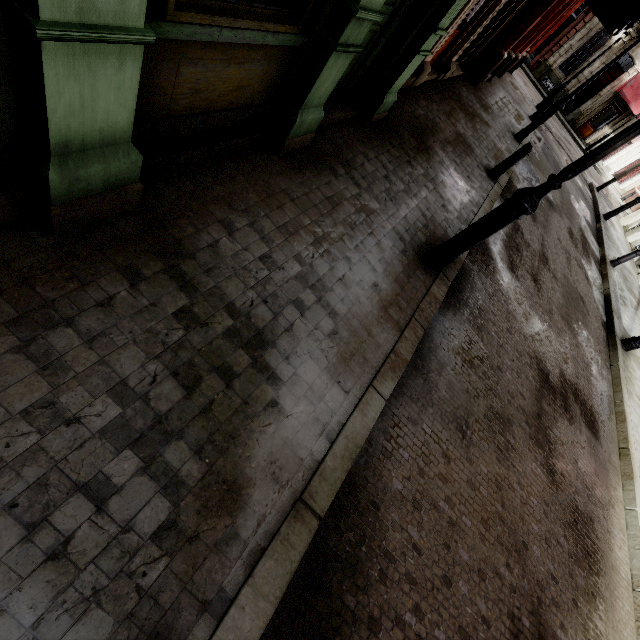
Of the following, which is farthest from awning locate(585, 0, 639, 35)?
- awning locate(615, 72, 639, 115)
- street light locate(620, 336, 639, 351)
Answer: awning locate(615, 72, 639, 115)

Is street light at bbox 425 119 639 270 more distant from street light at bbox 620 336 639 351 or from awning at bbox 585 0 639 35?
street light at bbox 620 336 639 351

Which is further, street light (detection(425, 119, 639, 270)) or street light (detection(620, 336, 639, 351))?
street light (detection(620, 336, 639, 351))

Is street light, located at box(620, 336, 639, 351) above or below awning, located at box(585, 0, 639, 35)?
below

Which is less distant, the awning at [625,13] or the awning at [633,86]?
the awning at [625,13]

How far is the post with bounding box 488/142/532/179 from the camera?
7.4 meters

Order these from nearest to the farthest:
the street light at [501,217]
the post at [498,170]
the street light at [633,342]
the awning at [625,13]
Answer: the street light at [501,217] < the awning at [625,13] < the post at [498,170] < the street light at [633,342]

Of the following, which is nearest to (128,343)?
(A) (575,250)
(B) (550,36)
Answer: (A) (575,250)
